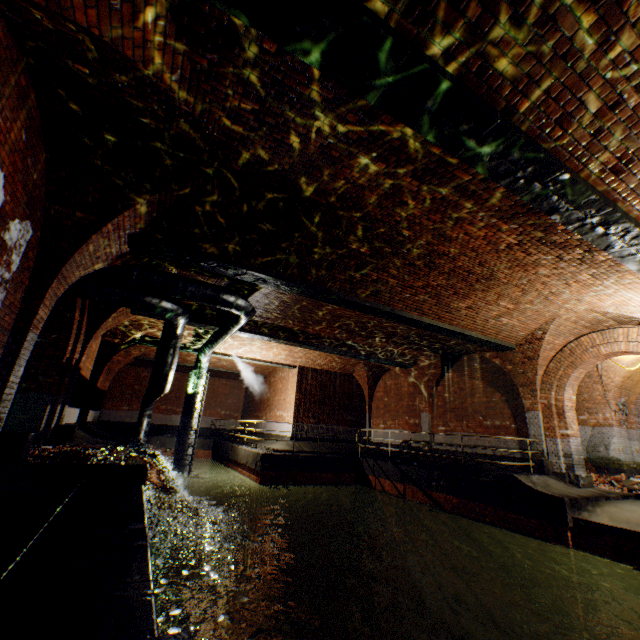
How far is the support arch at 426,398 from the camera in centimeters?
1460cm

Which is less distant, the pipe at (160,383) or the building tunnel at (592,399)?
the pipe at (160,383)

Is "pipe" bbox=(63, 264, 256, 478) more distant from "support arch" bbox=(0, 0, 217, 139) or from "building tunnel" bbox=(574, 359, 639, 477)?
"building tunnel" bbox=(574, 359, 639, 477)

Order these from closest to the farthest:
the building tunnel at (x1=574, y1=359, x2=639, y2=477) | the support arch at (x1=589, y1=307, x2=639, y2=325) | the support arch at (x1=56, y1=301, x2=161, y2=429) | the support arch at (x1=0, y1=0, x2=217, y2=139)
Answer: the support arch at (x1=0, y1=0, x2=217, y2=139) → the support arch at (x1=589, y1=307, x2=639, y2=325) → the support arch at (x1=56, y1=301, x2=161, y2=429) → the building tunnel at (x1=574, y1=359, x2=639, y2=477)

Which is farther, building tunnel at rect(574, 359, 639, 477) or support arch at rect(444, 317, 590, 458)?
building tunnel at rect(574, 359, 639, 477)

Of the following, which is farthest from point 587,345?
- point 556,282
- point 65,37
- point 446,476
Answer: point 65,37

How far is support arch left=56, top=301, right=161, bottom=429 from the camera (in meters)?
9.29

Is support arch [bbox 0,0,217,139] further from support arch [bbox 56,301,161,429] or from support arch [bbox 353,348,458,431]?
support arch [bbox 353,348,458,431]
